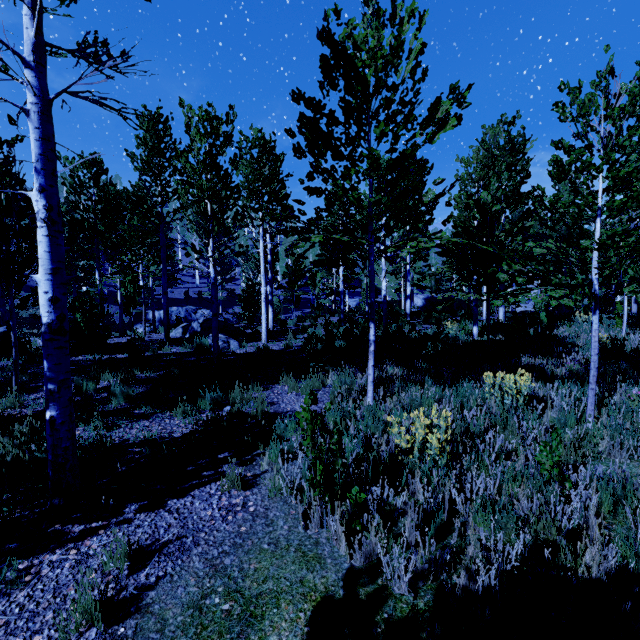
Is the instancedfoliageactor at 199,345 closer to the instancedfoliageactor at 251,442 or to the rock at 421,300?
the instancedfoliageactor at 251,442

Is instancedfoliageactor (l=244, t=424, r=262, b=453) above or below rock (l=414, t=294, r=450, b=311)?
below

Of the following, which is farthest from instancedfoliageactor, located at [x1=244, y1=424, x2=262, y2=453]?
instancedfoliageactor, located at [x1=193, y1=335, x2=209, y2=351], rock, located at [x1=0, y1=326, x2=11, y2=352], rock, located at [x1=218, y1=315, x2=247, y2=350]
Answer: instancedfoliageactor, located at [x1=193, y1=335, x2=209, y2=351]

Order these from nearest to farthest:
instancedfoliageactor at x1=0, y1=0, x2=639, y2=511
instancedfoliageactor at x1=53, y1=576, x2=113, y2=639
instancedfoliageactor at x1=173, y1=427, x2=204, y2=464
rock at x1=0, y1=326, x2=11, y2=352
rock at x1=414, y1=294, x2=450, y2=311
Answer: instancedfoliageactor at x1=53, y1=576, x2=113, y2=639
instancedfoliageactor at x1=0, y1=0, x2=639, y2=511
instancedfoliageactor at x1=173, y1=427, x2=204, y2=464
rock at x1=0, y1=326, x2=11, y2=352
rock at x1=414, y1=294, x2=450, y2=311

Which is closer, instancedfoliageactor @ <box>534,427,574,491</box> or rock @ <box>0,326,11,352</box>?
instancedfoliageactor @ <box>534,427,574,491</box>

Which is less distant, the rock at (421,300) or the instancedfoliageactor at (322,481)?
the instancedfoliageactor at (322,481)

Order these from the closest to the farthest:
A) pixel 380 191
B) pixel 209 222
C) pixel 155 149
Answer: pixel 380 191, pixel 209 222, pixel 155 149
